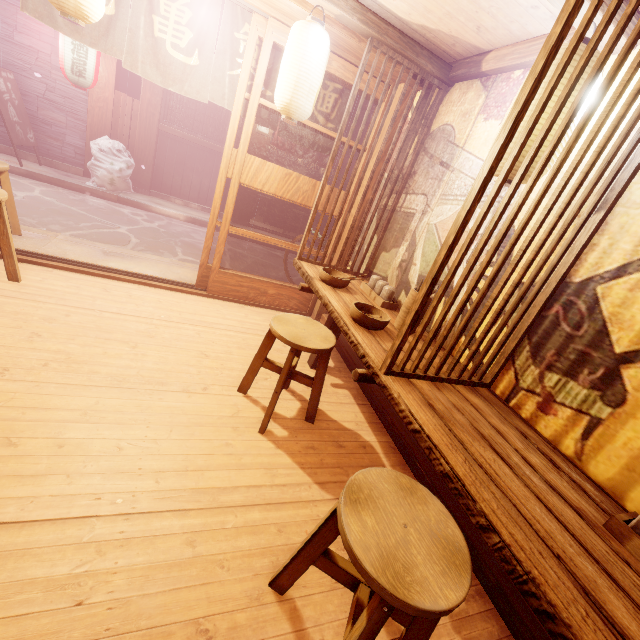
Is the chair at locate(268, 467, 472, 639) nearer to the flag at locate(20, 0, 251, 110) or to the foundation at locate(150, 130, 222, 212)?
the flag at locate(20, 0, 251, 110)

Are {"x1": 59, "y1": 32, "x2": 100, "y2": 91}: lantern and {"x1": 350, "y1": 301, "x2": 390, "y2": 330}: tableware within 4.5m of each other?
no

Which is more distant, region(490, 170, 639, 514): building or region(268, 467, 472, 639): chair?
region(490, 170, 639, 514): building

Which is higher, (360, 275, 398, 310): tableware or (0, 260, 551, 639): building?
(360, 275, 398, 310): tableware

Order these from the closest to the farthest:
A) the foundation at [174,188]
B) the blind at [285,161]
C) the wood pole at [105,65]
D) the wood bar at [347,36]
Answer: the wood bar at [347,36], the wood pole at [105,65], the foundation at [174,188], the blind at [285,161]

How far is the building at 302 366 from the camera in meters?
5.7

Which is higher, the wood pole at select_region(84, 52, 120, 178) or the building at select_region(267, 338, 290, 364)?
the wood pole at select_region(84, 52, 120, 178)

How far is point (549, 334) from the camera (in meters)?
3.27
